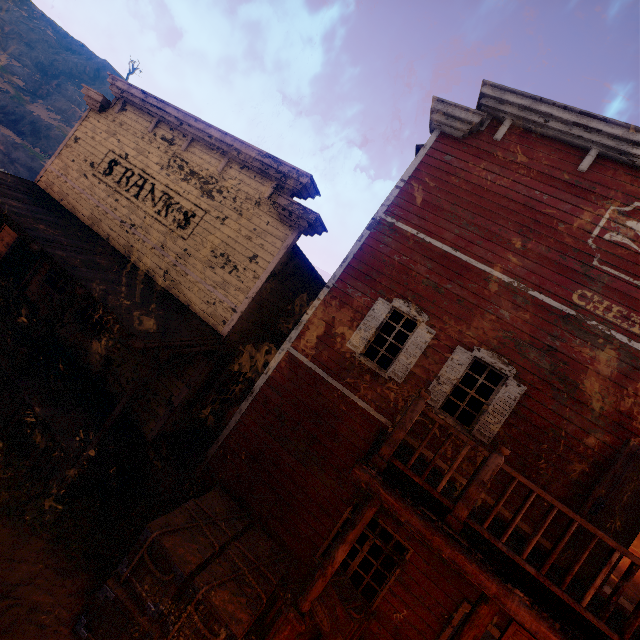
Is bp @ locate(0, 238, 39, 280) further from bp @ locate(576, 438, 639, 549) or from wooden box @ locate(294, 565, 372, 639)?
bp @ locate(576, 438, 639, 549)

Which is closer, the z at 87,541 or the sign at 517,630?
the sign at 517,630

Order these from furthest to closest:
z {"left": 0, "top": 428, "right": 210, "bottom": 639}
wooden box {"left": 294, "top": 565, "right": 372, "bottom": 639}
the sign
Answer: wooden box {"left": 294, "top": 565, "right": 372, "bottom": 639} → z {"left": 0, "top": 428, "right": 210, "bottom": 639} → the sign

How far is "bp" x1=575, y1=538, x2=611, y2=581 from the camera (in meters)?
5.09

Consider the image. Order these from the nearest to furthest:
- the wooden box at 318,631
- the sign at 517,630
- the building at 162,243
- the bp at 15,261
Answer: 1. the sign at 517,630
2. the building at 162,243
3. the wooden box at 318,631
4. the bp at 15,261

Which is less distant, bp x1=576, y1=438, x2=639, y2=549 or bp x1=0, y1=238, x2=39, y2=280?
bp x1=576, y1=438, x2=639, y2=549

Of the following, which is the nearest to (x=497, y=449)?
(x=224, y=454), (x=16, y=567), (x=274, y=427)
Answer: (x=274, y=427)
